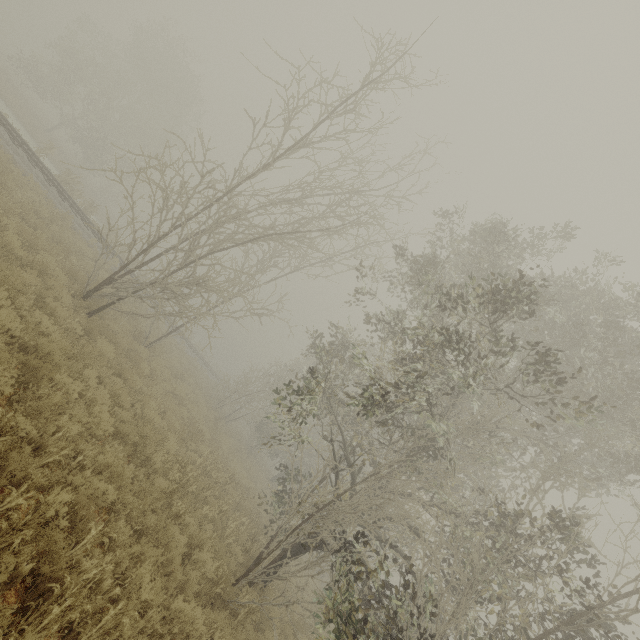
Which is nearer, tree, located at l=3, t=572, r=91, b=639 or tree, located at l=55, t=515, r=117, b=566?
tree, located at l=3, t=572, r=91, b=639

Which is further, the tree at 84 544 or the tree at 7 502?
the tree at 84 544

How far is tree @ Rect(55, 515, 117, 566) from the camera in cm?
398

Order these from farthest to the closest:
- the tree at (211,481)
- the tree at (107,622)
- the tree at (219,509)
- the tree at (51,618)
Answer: the tree at (219,509) < the tree at (211,481) < the tree at (107,622) < the tree at (51,618)

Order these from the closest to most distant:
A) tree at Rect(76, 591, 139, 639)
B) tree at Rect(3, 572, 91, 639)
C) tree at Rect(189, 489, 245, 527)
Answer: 1. tree at Rect(3, 572, 91, 639)
2. tree at Rect(76, 591, 139, 639)
3. tree at Rect(189, 489, 245, 527)

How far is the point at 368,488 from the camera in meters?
11.1 m

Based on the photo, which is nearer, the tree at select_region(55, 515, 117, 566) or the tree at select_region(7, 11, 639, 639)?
the tree at select_region(55, 515, 117, 566)
